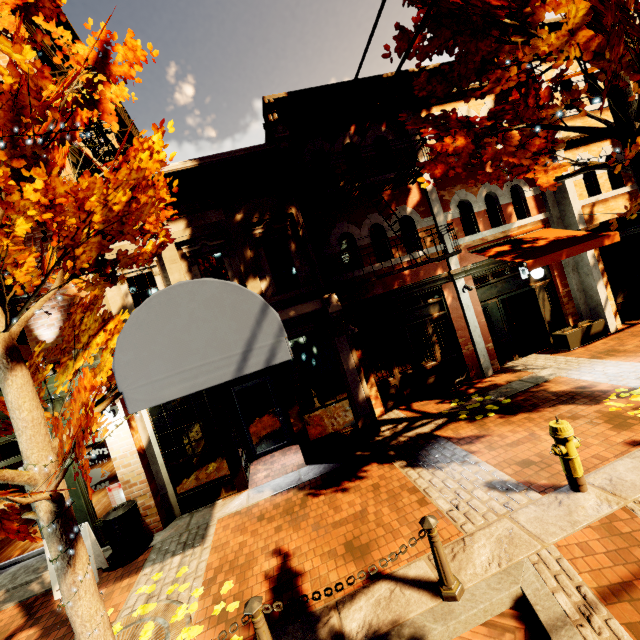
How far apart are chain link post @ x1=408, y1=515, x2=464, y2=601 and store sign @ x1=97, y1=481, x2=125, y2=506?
6.54m

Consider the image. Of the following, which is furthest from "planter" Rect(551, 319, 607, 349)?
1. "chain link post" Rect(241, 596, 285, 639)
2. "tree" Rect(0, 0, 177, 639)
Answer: "chain link post" Rect(241, 596, 285, 639)

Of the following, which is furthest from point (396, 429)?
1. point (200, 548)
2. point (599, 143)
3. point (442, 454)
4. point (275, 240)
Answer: point (599, 143)

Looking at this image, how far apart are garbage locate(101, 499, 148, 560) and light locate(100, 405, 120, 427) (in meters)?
1.54

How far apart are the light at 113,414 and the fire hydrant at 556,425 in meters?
7.5

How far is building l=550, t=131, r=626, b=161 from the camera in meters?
9.9

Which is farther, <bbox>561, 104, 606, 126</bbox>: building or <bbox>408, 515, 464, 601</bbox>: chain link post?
<bbox>561, 104, 606, 126</bbox>: building

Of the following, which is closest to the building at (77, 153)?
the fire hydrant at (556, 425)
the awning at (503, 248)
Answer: the awning at (503, 248)
